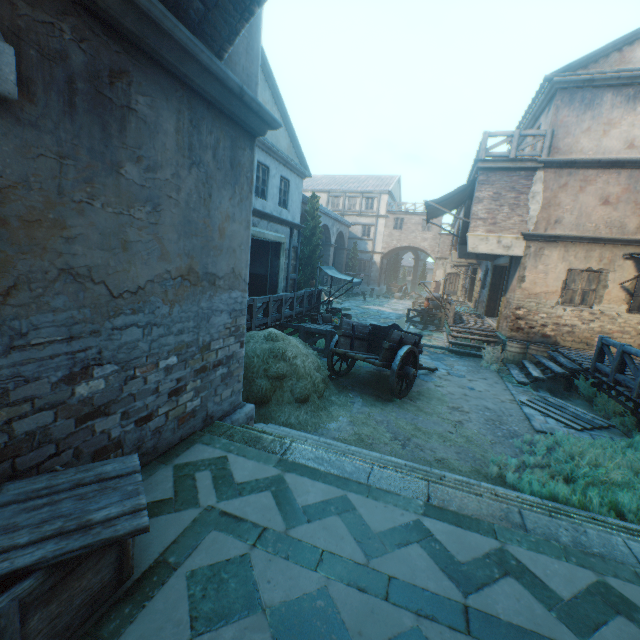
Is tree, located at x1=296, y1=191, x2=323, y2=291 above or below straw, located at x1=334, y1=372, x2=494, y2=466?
above

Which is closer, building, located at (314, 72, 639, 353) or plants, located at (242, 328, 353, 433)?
plants, located at (242, 328, 353, 433)

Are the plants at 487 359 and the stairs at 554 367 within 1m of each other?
yes

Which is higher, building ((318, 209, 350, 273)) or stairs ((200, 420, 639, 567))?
building ((318, 209, 350, 273))

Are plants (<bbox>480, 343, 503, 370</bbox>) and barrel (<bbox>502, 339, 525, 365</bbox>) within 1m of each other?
yes

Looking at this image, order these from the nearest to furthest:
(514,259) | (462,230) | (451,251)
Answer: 1. (514,259)
2. (462,230)
3. (451,251)

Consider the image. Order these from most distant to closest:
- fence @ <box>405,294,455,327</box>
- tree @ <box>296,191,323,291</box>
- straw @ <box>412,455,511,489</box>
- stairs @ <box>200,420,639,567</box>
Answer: tree @ <box>296,191,323,291</box>
fence @ <box>405,294,455,327</box>
straw @ <box>412,455,511,489</box>
stairs @ <box>200,420,639,567</box>

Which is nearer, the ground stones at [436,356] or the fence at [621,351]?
the fence at [621,351]
